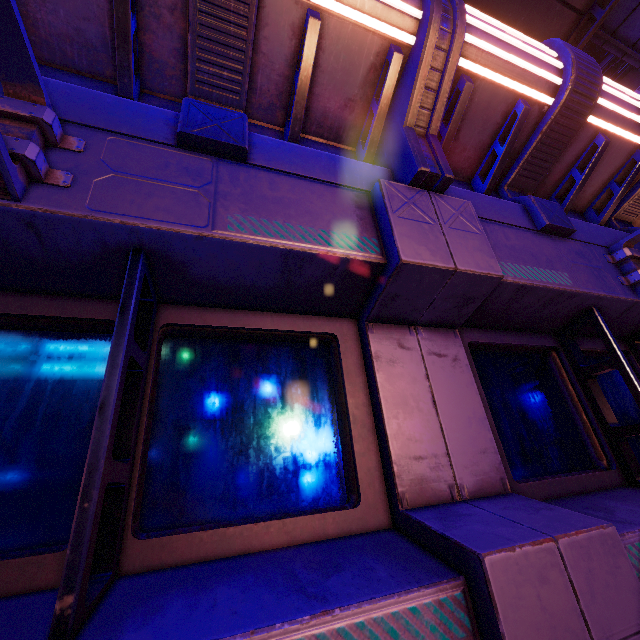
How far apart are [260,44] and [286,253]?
1.6 meters

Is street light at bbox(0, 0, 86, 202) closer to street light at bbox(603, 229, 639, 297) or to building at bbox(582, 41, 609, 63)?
street light at bbox(603, 229, 639, 297)

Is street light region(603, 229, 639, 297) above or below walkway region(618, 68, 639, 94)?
below

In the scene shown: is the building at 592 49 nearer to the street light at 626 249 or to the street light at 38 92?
the street light at 626 249

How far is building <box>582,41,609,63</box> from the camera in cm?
5078

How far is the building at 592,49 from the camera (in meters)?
50.78

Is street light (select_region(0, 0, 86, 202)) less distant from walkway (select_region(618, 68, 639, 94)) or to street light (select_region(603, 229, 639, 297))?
street light (select_region(603, 229, 639, 297))
